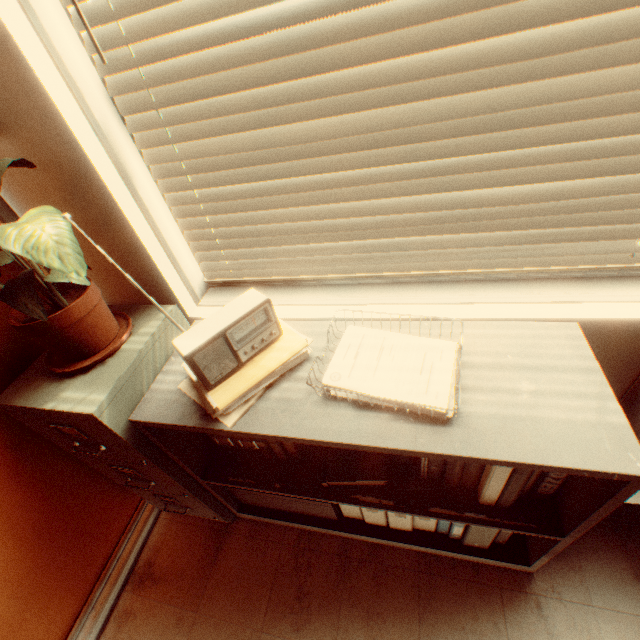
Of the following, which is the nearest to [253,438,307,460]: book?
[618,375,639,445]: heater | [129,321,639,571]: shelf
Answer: [129,321,639,571]: shelf

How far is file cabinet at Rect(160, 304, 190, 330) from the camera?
1.3 meters

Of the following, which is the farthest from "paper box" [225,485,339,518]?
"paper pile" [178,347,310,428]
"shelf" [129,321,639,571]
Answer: "paper pile" [178,347,310,428]

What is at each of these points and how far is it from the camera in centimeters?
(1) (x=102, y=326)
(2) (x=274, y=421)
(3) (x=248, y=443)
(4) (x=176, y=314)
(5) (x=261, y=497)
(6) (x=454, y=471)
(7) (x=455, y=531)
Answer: (1) plant, 115cm
(2) shelf, 97cm
(3) file holder, 142cm
(4) file cabinet, 134cm
(5) paper box, 159cm
(6) book, 111cm
(7) folder, 139cm

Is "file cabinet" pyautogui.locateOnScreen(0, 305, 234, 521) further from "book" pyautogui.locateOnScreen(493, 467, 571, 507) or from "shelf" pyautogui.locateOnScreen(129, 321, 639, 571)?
"book" pyautogui.locateOnScreen(493, 467, 571, 507)

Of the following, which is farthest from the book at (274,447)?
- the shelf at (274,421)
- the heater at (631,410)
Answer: the heater at (631,410)

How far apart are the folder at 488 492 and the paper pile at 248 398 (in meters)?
0.63

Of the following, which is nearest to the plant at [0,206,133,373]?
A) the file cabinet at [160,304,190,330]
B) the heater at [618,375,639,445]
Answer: the file cabinet at [160,304,190,330]
